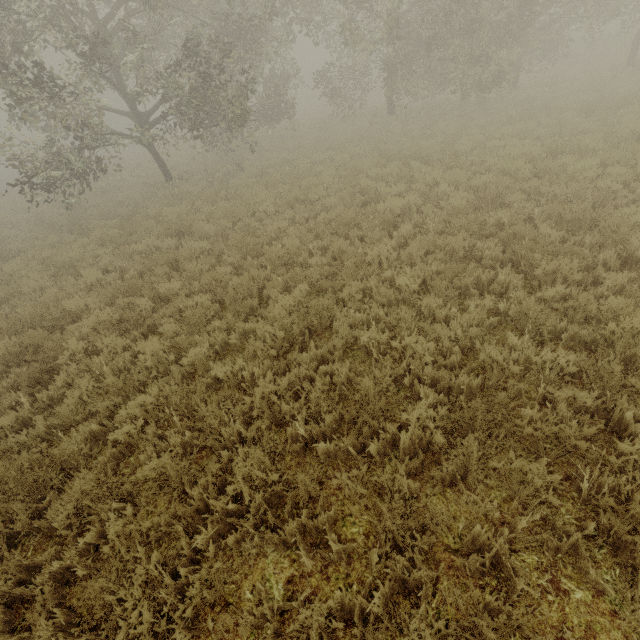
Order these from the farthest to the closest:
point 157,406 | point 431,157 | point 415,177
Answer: point 431,157
point 415,177
point 157,406
